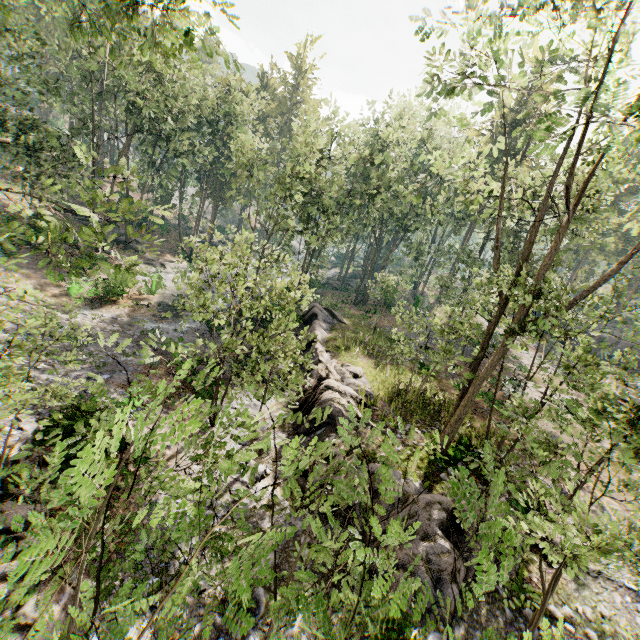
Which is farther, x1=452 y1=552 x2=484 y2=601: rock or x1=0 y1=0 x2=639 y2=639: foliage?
x1=452 y1=552 x2=484 y2=601: rock

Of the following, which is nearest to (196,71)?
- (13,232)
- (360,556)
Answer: (13,232)

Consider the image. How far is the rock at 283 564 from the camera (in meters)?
9.90

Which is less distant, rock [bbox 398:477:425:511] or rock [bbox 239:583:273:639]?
rock [bbox 239:583:273:639]

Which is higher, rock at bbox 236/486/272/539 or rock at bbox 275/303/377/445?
rock at bbox 275/303/377/445

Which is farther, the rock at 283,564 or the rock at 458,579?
the rock at 283,564

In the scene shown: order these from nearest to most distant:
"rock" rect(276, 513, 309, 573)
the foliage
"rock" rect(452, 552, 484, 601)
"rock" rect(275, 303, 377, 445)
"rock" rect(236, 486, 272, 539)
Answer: the foliage → "rock" rect(452, 552, 484, 601) → "rock" rect(276, 513, 309, 573) → "rock" rect(236, 486, 272, 539) → "rock" rect(275, 303, 377, 445)
